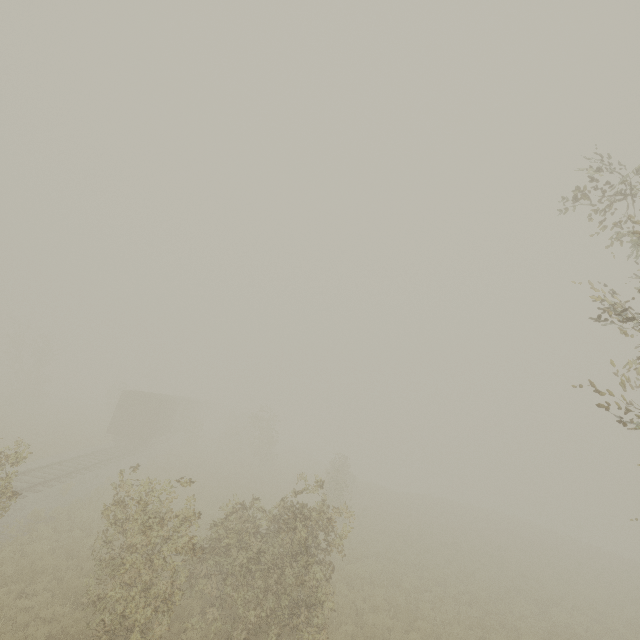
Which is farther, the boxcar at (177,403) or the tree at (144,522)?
the boxcar at (177,403)

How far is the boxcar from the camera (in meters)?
27.62

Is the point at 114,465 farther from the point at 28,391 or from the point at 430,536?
the point at 28,391

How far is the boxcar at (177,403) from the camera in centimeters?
2762cm

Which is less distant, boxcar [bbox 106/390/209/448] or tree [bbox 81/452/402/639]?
tree [bbox 81/452/402/639]
